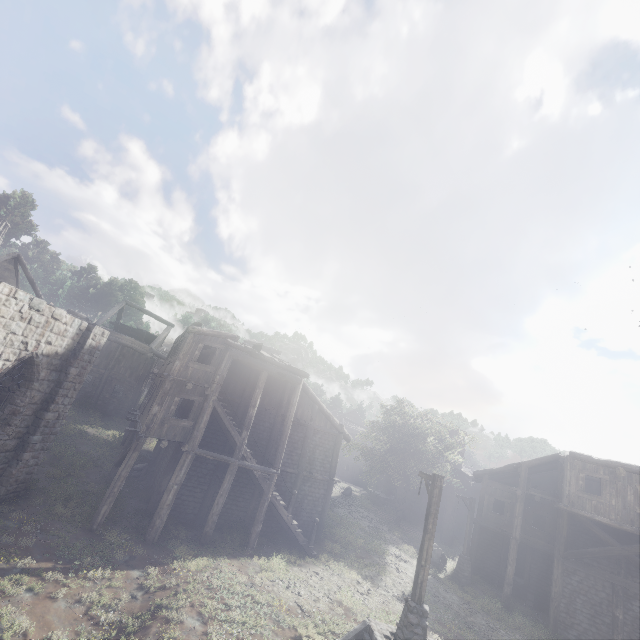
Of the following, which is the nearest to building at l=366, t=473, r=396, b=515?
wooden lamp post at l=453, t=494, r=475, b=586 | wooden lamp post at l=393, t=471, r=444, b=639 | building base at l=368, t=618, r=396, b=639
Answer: wooden lamp post at l=393, t=471, r=444, b=639

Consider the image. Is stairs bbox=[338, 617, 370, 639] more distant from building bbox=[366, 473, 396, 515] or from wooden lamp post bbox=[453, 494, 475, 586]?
wooden lamp post bbox=[453, 494, 475, 586]

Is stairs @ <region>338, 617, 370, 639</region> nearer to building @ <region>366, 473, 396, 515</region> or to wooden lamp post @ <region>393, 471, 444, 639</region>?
wooden lamp post @ <region>393, 471, 444, 639</region>

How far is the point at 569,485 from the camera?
18.2m

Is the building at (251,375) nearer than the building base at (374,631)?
No

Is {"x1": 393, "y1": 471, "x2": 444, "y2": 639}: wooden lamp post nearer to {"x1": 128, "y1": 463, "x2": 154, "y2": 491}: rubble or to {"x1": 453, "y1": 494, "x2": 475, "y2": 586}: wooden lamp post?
{"x1": 453, "y1": 494, "x2": 475, "y2": 586}: wooden lamp post

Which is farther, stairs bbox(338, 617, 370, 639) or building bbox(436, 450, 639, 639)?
building bbox(436, 450, 639, 639)

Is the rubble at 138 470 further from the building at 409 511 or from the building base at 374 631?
the building base at 374 631
